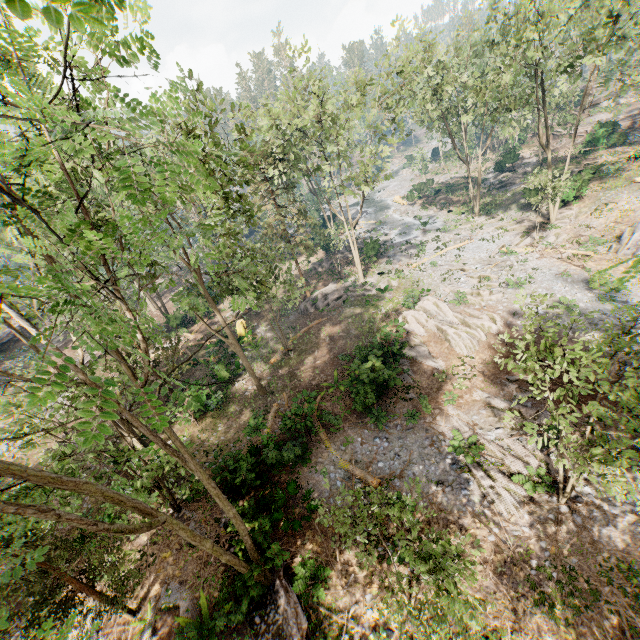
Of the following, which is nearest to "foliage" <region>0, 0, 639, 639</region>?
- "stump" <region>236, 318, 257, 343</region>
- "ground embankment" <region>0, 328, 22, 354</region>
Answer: "ground embankment" <region>0, 328, 22, 354</region>

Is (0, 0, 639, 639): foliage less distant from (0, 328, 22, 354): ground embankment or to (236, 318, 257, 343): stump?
(0, 328, 22, 354): ground embankment

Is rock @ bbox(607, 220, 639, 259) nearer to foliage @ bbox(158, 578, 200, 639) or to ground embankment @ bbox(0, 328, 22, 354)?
foliage @ bbox(158, 578, 200, 639)

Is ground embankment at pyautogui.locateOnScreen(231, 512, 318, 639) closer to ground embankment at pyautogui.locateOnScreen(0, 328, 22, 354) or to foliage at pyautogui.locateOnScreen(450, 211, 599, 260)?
foliage at pyautogui.locateOnScreen(450, 211, 599, 260)

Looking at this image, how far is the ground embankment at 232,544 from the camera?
11.53m

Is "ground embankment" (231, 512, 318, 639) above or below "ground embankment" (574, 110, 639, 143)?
below

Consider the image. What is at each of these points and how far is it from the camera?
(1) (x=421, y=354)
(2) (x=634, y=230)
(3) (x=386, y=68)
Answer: (1) foliage, 21.34m
(2) rock, 23.70m
(3) foliage, 23.67m

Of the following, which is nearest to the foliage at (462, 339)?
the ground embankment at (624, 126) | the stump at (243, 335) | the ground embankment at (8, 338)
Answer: the ground embankment at (624, 126)
